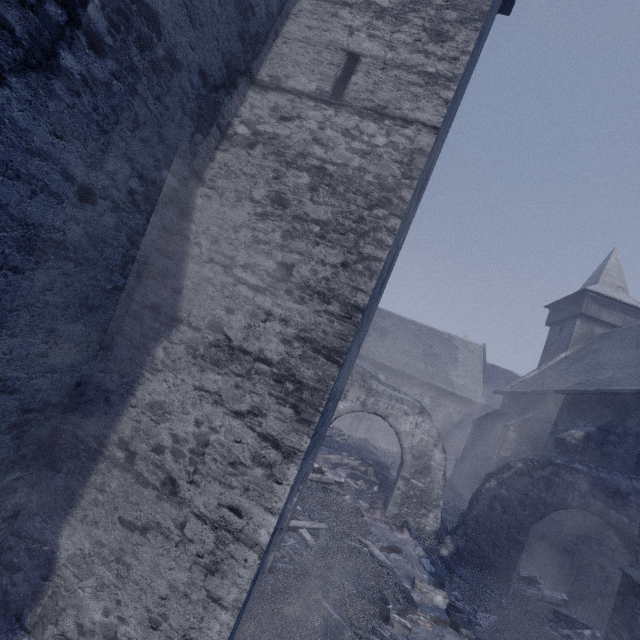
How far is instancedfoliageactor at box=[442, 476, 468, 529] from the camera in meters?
Answer: 13.1 m

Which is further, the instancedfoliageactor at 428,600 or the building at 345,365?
the instancedfoliageactor at 428,600

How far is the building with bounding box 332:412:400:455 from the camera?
27.45m

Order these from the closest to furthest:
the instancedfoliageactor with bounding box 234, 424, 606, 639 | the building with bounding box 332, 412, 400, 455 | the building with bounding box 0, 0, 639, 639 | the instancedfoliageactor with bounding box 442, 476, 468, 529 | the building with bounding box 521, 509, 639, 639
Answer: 1. the building with bounding box 0, 0, 639, 639
2. the instancedfoliageactor with bounding box 234, 424, 606, 639
3. the building with bounding box 521, 509, 639, 639
4. the instancedfoliageactor with bounding box 442, 476, 468, 529
5. the building with bounding box 332, 412, 400, 455

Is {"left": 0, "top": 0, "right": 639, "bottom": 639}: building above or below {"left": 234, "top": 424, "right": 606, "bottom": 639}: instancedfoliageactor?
above

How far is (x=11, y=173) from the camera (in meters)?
2.24

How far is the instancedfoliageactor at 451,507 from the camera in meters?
13.1
